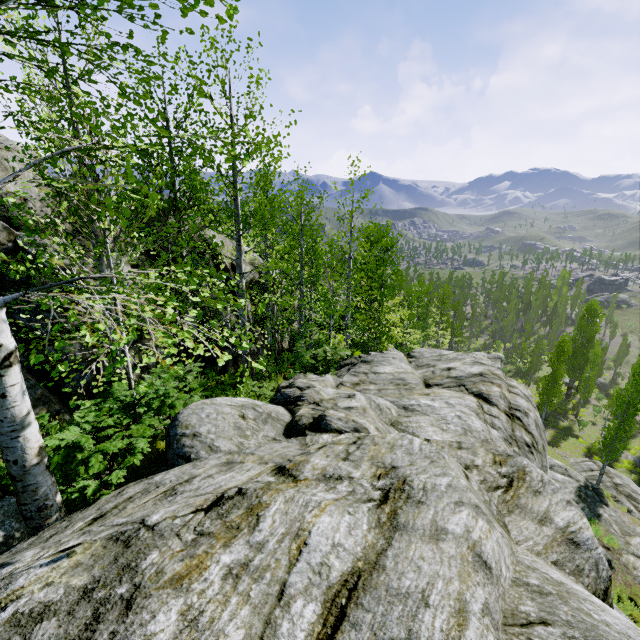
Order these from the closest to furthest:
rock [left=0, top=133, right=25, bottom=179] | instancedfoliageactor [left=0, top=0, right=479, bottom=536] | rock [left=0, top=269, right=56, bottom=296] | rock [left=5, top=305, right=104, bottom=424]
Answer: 1. instancedfoliageactor [left=0, top=0, right=479, bottom=536]
2. rock [left=5, top=305, right=104, bottom=424]
3. rock [left=0, top=269, right=56, bottom=296]
4. rock [left=0, top=133, right=25, bottom=179]

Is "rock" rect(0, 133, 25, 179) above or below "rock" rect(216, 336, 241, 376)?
above

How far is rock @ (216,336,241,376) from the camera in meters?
12.0 m

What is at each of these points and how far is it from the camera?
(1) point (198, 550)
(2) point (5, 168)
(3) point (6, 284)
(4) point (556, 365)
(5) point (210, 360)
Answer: (1) rock, 2.3m
(2) rock, 30.5m
(3) rock, 7.4m
(4) instancedfoliageactor, 29.4m
(5) rock, 11.7m

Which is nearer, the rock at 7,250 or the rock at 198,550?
the rock at 198,550

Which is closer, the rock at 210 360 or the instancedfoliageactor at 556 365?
the rock at 210 360

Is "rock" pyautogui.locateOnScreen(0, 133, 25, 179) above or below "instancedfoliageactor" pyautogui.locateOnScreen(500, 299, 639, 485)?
above
